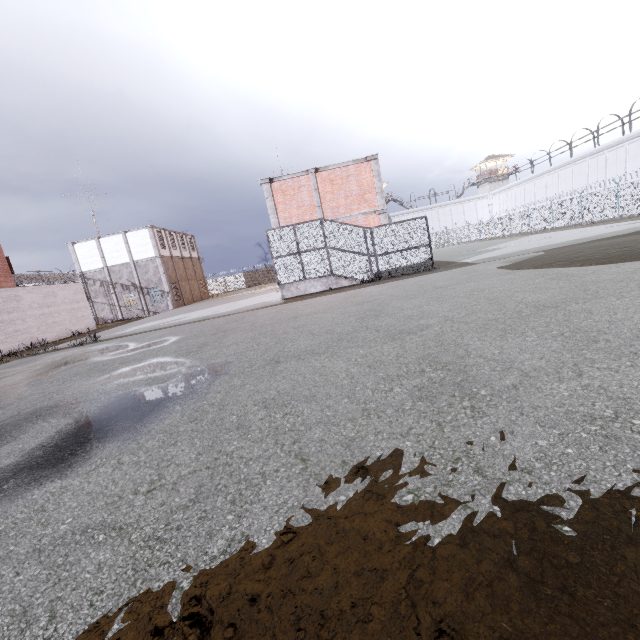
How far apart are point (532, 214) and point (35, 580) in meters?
48.9 m

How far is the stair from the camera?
17.53m

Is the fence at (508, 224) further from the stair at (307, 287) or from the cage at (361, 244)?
the stair at (307, 287)

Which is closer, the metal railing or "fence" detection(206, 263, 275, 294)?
the metal railing

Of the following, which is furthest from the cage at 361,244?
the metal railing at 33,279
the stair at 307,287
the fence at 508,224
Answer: the fence at 508,224

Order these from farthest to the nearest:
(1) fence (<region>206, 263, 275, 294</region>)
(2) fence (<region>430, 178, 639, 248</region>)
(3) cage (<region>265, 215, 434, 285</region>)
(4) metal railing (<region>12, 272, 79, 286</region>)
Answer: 1. (1) fence (<region>206, 263, 275, 294</region>)
2. (2) fence (<region>430, 178, 639, 248</region>)
3. (4) metal railing (<region>12, 272, 79, 286</region>)
4. (3) cage (<region>265, 215, 434, 285</region>)

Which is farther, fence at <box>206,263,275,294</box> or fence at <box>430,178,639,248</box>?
fence at <box>206,263,275,294</box>

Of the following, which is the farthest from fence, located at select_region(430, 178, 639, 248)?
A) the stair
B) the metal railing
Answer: the stair
